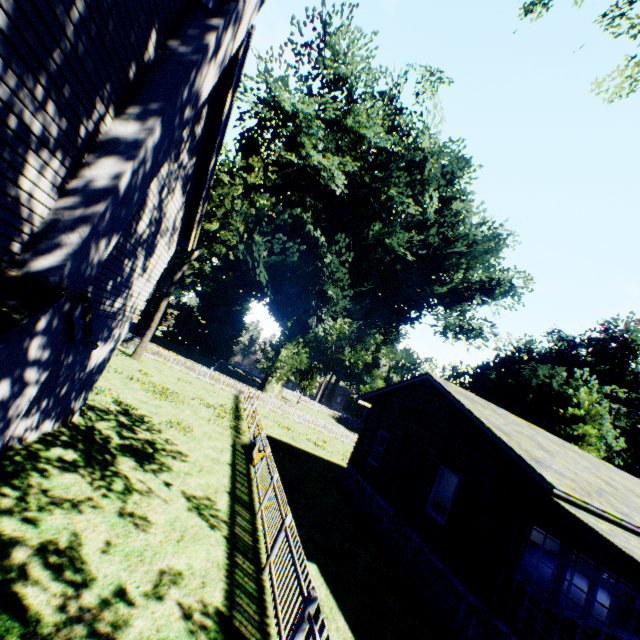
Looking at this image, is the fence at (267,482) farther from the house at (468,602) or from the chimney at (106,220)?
the chimney at (106,220)

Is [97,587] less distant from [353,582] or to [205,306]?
[353,582]

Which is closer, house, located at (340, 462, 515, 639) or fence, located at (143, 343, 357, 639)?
fence, located at (143, 343, 357, 639)

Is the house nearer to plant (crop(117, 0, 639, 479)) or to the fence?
the fence

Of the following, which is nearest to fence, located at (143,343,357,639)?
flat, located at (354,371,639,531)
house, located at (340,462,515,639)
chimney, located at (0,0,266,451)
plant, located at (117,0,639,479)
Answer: plant, located at (117,0,639,479)

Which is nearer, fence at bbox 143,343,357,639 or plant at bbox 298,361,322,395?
fence at bbox 143,343,357,639

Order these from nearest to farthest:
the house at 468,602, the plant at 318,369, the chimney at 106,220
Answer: the chimney at 106,220, the house at 468,602, the plant at 318,369

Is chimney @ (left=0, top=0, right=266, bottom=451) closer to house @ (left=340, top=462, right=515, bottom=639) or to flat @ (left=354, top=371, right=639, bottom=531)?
flat @ (left=354, top=371, right=639, bottom=531)
